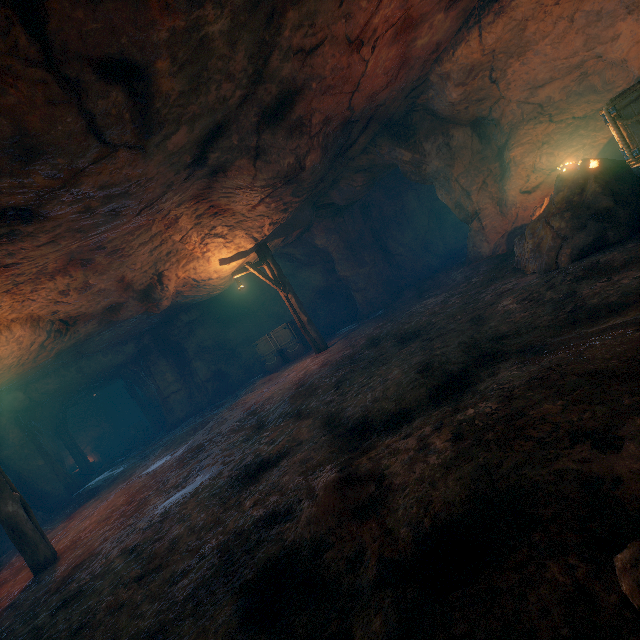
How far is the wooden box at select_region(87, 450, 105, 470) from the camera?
21.15m

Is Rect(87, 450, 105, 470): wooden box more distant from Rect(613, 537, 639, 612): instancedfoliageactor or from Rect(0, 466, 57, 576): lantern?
Rect(613, 537, 639, 612): instancedfoliageactor

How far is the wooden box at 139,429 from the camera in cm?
2236

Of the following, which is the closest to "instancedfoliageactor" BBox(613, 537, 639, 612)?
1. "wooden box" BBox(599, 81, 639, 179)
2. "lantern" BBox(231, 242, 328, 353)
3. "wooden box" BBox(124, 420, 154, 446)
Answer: "wooden box" BBox(599, 81, 639, 179)

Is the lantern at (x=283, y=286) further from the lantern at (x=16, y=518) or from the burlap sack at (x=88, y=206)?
the lantern at (x=16, y=518)

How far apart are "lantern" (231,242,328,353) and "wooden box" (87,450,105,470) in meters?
18.2

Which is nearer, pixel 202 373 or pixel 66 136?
pixel 66 136

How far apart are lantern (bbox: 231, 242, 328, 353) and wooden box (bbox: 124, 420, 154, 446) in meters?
16.7
